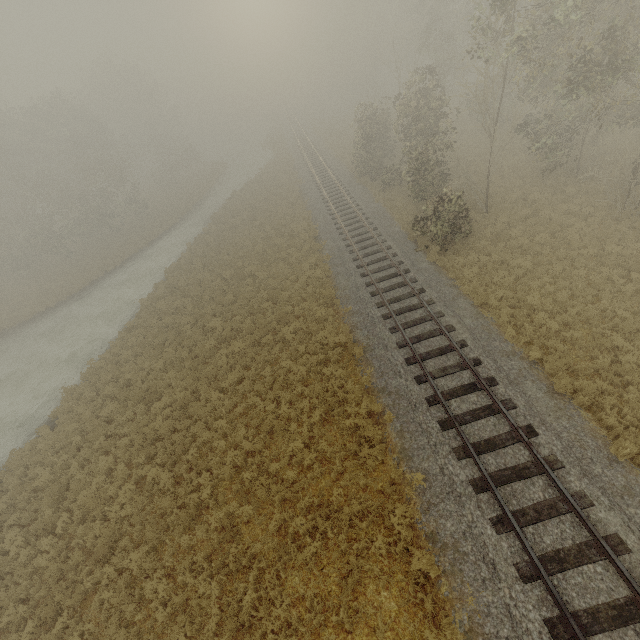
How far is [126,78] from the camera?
45.3 meters
